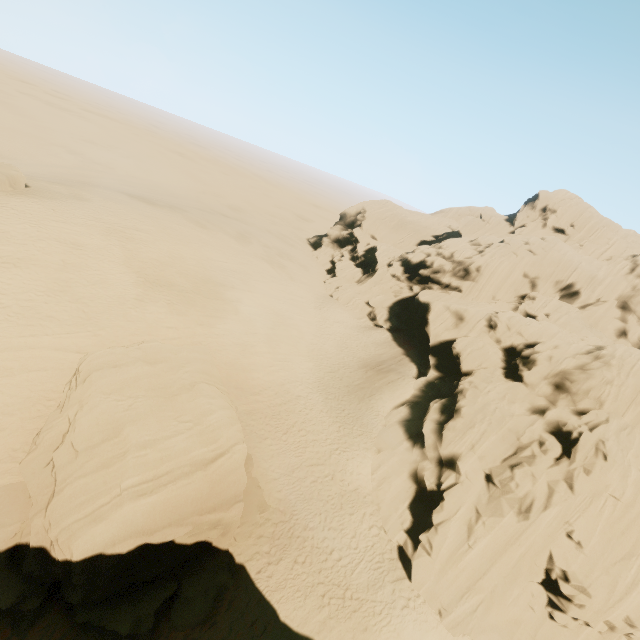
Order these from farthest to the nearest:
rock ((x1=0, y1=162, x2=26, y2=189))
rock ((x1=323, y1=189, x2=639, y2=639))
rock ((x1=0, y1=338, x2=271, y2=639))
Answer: rock ((x1=0, y1=162, x2=26, y2=189)), rock ((x1=323, y1=189, x2=639, y2=639)), rock ((x1=0, y1=338, x2=271, y2=639))

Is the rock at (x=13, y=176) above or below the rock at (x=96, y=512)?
above

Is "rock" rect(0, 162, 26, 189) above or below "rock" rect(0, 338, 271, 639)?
above

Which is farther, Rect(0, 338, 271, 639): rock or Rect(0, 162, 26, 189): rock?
Rect(0, 162, 26, 189): rock

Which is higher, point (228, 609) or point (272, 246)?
point (272, 246)

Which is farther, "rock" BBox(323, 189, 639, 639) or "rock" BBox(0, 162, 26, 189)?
"rock" BBox(0, 162, 26, 189)

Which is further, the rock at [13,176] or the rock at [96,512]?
the rock at [13,176]
